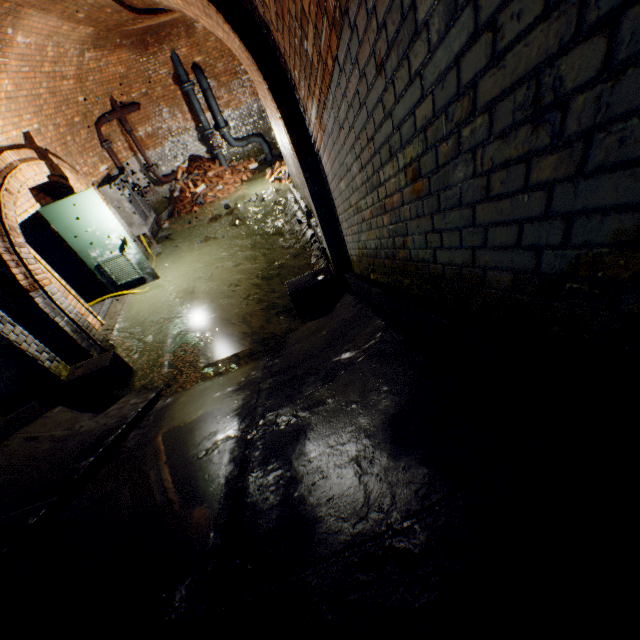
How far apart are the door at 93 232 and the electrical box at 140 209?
1.9 meters

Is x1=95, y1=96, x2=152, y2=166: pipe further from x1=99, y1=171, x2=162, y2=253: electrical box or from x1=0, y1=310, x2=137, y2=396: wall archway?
x1=0, y1=310, x2=137, y2=396: wall archway

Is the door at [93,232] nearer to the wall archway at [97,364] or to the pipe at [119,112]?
the wall archway at [97,364]

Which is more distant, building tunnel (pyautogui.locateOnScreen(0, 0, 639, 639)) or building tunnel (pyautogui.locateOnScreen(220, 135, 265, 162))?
building tunnel (pyautogui.locateOnScreen(220, 135, 265, 162))

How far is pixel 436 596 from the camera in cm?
86

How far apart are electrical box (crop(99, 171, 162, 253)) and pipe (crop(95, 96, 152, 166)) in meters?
0.3 m

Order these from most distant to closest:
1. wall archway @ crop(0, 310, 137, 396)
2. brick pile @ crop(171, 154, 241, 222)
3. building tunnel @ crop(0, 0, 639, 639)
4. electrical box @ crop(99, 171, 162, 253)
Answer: brick pile @ crop(171, 154, 241, 222) < electrical box @ crop(99, 171, 162, 253) < wall archway @ crop(0, 310, 137, 396) < building tunnel @ crop(0, 0, 639, 639)

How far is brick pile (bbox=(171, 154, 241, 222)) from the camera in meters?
10.4 m
